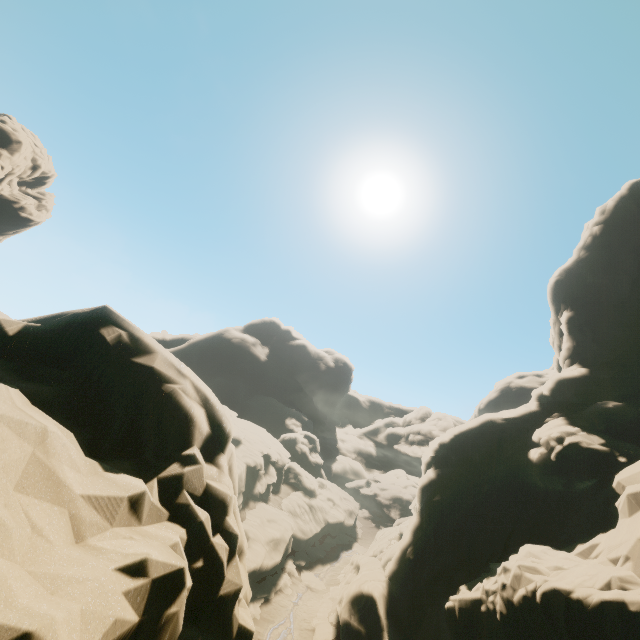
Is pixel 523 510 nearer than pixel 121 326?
No

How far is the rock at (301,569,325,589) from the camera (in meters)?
31.88

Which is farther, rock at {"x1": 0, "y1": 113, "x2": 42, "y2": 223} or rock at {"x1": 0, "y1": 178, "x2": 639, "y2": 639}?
rock at {"x1": 0, "y1": 113, "x2": 42, "y2": 223}

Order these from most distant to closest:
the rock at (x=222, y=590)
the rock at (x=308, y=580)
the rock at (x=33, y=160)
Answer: the rock at (x=33, y=160) < the rock at (x=308, y=580) < the rock at (x=222, y=590)

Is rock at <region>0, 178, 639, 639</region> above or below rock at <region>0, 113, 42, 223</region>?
below

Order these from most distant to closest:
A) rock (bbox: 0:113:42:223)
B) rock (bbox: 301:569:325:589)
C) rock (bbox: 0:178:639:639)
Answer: rock (bbox: 0:113:42:223), rock (bbox: 301:569:325:589), rock (bbox: 0:178:639:639)

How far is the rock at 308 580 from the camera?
31.9 meters
